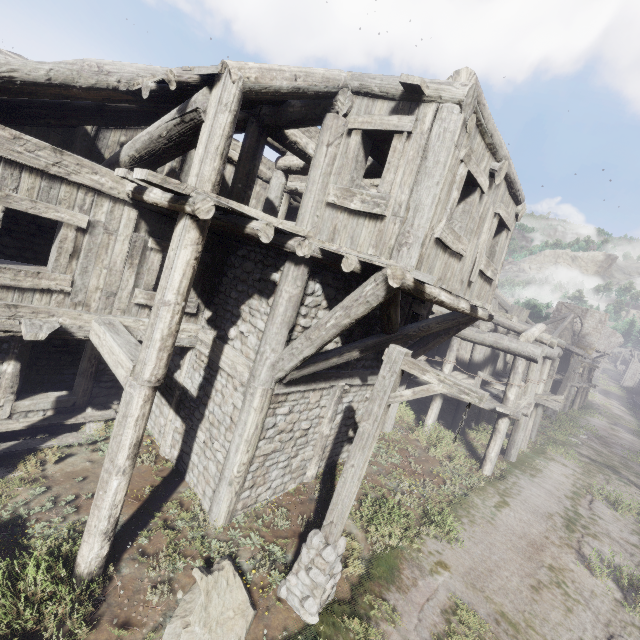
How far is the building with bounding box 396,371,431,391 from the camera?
12.0 meters

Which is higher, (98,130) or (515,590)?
(98,130)

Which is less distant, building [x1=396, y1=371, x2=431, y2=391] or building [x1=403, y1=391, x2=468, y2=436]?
building [x1=396, y1=371, x2=431, y2=391]

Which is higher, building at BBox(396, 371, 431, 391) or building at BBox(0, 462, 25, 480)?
building at BBox(396, 371, 431, 391)

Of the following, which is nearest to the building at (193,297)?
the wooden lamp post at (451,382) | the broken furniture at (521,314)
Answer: the broken furniture at (521,314)

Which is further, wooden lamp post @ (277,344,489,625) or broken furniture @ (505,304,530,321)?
broken furniture @ (505,304,530,321)

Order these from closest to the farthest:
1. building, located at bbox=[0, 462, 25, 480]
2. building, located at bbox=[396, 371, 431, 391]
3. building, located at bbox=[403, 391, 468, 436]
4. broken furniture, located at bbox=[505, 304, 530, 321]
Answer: building, located at bbox=[0, 462, 25, 480], building, located at bbox=[396, 371, 431, 391], building, located at bbox=[403, 391, 468, 436], broken furniture, located at bbox=[505, 304, 530, 321]
